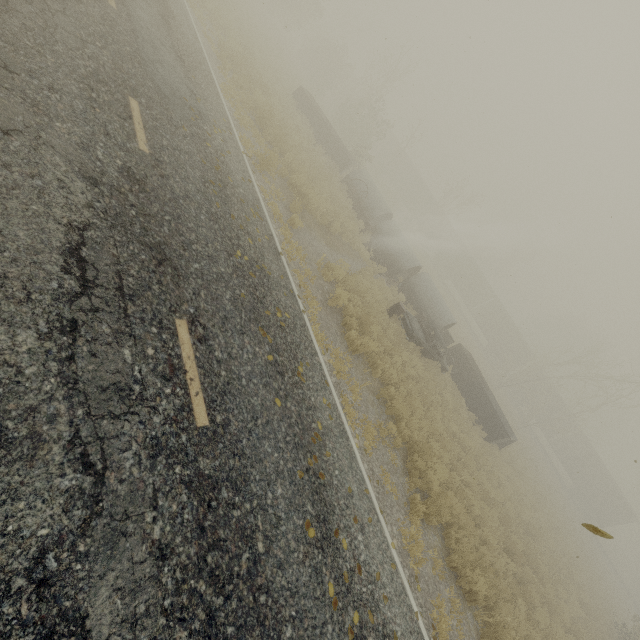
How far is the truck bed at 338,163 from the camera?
21.3m

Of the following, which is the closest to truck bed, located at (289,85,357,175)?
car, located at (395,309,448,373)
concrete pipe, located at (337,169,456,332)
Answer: concrete pipe, located at (337,169,456,332)

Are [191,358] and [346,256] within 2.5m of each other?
no

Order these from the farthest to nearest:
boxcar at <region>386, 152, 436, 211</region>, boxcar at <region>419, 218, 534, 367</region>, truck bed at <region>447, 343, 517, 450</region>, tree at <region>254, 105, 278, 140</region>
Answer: boxcar at <region>386, 152, 436, 211</region>
boxcar at <region>419, 218, 534, 367</region>
truck bed at <region>447, 343, 517, 450</region>
tree at <region>254, 105, 278, 140</region>

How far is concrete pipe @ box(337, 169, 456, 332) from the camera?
18.83m

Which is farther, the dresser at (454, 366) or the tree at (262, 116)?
the dresser at (454, 366)

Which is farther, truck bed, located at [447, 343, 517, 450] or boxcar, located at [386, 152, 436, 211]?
boxcar, located at [386, 152, 436, 211]

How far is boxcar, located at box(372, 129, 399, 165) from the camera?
49.3 meters
